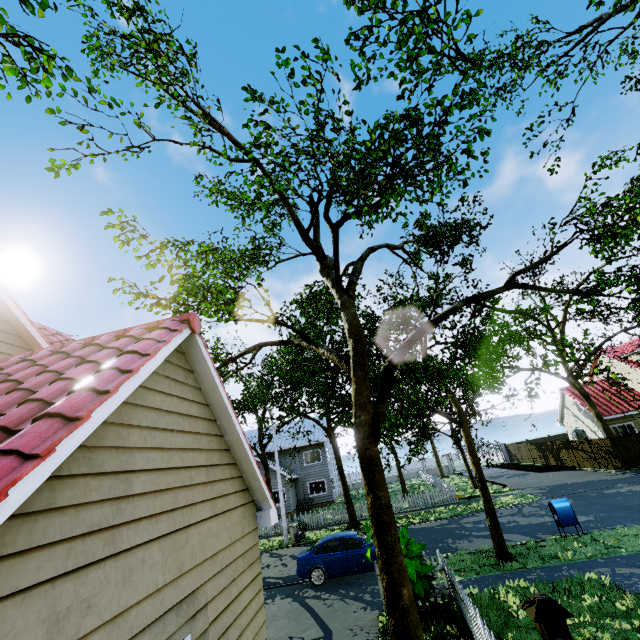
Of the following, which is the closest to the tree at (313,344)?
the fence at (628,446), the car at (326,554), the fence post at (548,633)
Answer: the fence at (628,446)

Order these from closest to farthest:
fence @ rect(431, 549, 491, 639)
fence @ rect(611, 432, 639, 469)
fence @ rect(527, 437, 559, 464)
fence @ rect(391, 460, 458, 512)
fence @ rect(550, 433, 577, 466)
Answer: fence @ rect(431, 549, 491, 639)
fence @ rect(611, 432, 639, 469)
fence @ rect(391, 460, 458, 512)
fence @ rect(550, 433, 577, 466)
fence @ rect(527, 437, 559, 464)

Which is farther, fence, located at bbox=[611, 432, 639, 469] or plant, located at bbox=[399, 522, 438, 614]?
fence, located at bbox=[611, 432, 639, 469]

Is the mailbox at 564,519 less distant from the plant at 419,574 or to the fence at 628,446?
the fence at 628,446

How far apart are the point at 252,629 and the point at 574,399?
36.6m

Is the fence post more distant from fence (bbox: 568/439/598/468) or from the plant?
the plant

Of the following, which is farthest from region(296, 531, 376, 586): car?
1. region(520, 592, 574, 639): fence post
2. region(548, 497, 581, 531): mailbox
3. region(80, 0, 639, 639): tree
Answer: region(520, 592, 574, 639): fence post

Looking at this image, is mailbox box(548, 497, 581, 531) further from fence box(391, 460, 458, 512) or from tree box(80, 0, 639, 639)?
fence box(391, 460, 458, 512)
